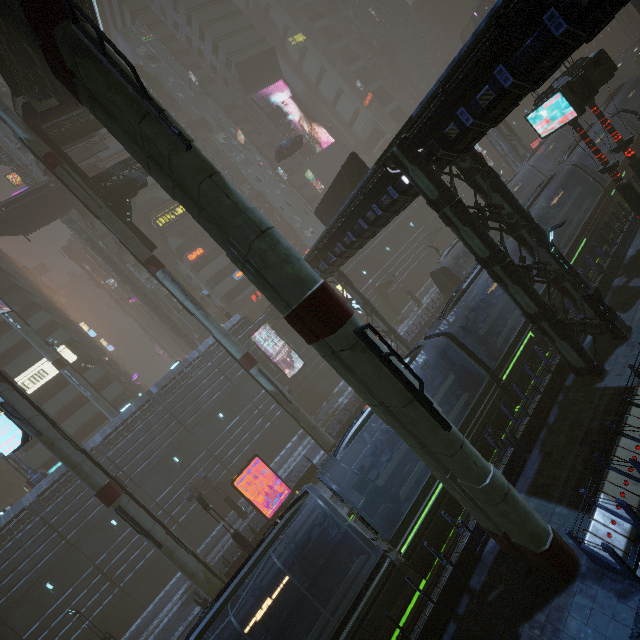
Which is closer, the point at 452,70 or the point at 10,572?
the point at 452,70

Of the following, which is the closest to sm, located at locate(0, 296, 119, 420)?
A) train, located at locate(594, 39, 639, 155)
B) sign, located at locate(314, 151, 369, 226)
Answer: sign, located at locate(314, 151, 369, 226)

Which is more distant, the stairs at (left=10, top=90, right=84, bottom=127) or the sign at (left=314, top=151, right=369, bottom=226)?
the sign at (left=314, top=151, right=369, bottom=226)

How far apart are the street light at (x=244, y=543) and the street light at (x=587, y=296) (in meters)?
22.16

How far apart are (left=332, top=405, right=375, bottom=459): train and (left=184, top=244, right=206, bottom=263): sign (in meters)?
37.40

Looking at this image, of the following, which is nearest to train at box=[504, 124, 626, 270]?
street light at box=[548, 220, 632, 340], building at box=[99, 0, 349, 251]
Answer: building at box=[99, 0, 349, 251]

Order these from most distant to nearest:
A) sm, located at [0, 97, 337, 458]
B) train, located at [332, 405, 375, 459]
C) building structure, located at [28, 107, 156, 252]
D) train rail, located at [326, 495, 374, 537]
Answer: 1. building structure, located at [28, 107, 156, 252]
2. sm, located at [0, 97, 337, 458]
3. train rail, located at [326, 495, 374, 537]
4. train, located at [332, 405, 375, 459]

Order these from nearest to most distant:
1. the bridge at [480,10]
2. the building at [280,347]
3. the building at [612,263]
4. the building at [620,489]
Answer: the building at [620,489], the building at [612,263], the building at [280,347], the bridge at [480,10]
